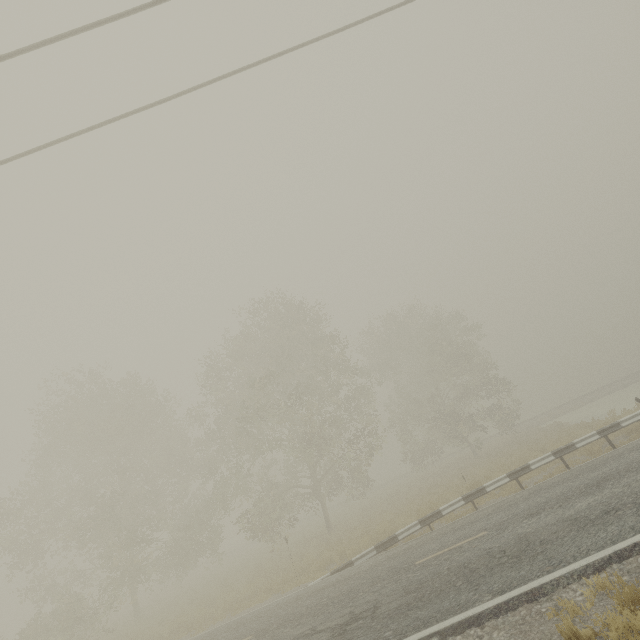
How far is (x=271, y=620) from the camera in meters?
9.9 m
